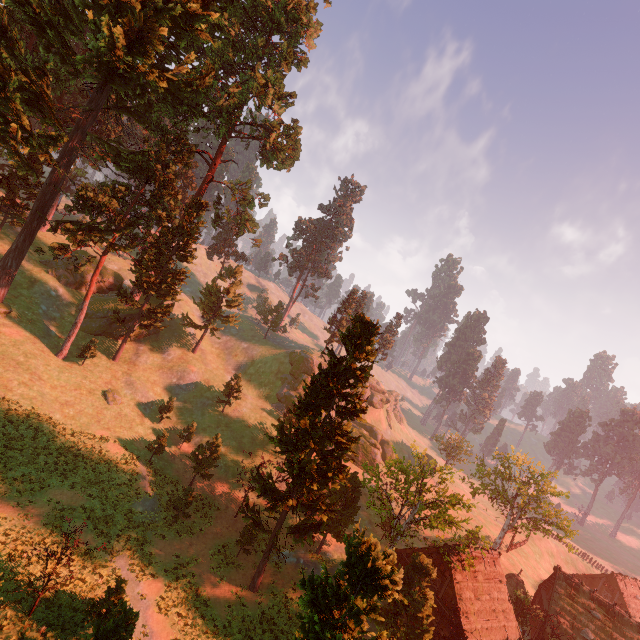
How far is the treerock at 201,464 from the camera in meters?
28.8 m

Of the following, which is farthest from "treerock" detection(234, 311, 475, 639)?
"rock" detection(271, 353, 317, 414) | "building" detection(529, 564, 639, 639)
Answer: "rock" detection(271, 353, 317, 414)

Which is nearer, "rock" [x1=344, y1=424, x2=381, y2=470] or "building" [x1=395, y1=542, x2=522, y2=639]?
"building" [x1=395, y1=542, x2=522, y2=639]

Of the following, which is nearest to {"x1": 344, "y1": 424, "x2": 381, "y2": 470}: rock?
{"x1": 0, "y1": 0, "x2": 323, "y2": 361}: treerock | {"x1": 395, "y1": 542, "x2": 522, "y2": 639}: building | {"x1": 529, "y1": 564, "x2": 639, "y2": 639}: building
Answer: {"x1": 0, "y1": 0, "x2": 323, "y2": 361}: treerock

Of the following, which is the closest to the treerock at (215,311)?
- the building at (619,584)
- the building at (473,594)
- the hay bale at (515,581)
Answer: the building at (619,584)

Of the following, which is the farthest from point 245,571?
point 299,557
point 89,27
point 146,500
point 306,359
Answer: point 89,27

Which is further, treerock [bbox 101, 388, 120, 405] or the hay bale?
the hay bale

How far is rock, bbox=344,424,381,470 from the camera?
54.5 meters
